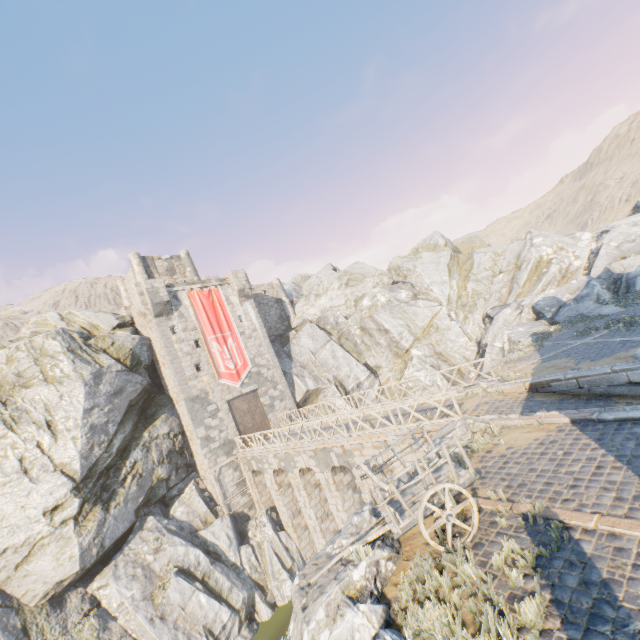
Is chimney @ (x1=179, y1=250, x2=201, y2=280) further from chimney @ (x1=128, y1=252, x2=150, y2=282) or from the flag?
the flag

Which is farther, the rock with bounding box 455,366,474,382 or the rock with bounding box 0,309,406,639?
the rock with bounding box 455,366,474,382

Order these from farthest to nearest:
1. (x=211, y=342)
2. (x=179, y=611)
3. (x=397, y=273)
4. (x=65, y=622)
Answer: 1. (x=397, y=273)
2. (x=211, y=342)
3. (x=179, y=611)
4. (x=65, y=622)

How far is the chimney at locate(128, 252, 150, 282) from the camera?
29.3 meters

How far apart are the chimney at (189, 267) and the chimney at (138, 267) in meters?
3.2

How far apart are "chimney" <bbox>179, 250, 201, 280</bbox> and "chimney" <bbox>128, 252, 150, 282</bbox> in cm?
319

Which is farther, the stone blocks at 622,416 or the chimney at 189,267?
the chimney at 189,267

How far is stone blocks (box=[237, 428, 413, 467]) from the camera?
14.1m
